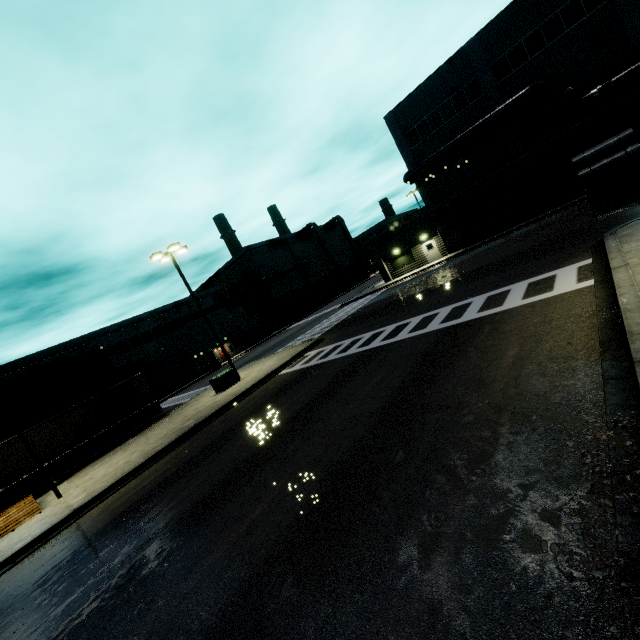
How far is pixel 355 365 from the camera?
12.3m

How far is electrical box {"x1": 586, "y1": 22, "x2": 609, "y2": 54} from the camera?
21.3 meters

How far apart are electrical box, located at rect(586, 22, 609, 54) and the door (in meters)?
16.29

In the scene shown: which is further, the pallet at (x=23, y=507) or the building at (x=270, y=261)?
the building at (x=270, y=261)

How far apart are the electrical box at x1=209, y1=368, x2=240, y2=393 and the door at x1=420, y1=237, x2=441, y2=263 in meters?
23.4

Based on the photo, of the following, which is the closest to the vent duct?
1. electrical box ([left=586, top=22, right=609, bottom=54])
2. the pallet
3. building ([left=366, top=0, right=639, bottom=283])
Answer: building ([left=366, top=0, right=639, bottom=283])

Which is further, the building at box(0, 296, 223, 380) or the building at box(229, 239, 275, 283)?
the building at box(229, 239, 275, 283)

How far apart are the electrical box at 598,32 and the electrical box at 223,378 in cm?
3253
